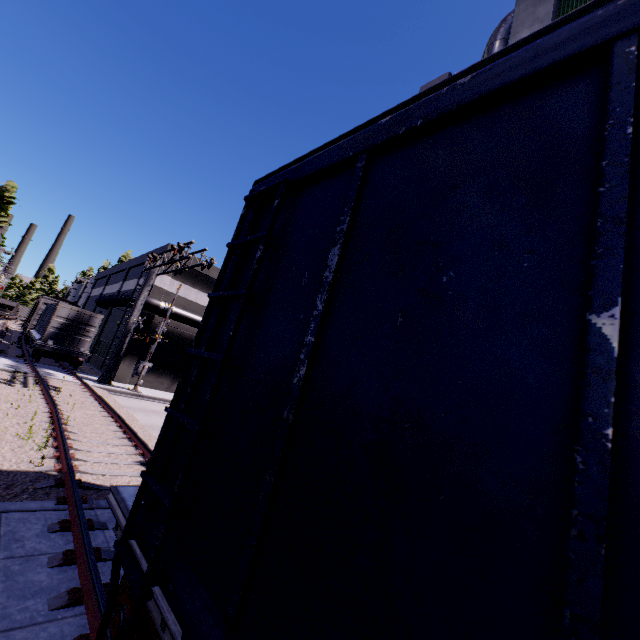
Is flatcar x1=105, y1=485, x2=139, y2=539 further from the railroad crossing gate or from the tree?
the tree

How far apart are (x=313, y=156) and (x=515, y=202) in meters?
1.8

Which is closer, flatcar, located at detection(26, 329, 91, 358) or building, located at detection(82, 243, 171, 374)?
→ flatcar, located at detection(26, 329, 91, 358)

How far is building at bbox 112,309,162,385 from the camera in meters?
22.8 m

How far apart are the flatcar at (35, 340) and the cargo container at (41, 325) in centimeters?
1cm

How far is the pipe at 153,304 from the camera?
22.9m

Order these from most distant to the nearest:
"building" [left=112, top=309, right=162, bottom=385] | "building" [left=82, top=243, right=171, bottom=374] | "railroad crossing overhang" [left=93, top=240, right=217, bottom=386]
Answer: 1. "building" [left=82, top=243, right=171, bottom=374]
2. "building" [left=112, top=309, right=162, bottom=385]
3. "railroad crossing overhang" [left=93, top=240, right=217, bottom=386]

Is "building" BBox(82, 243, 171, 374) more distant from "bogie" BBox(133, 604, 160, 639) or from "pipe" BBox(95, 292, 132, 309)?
"bogie" BBox(133, 604, 160, 639)
